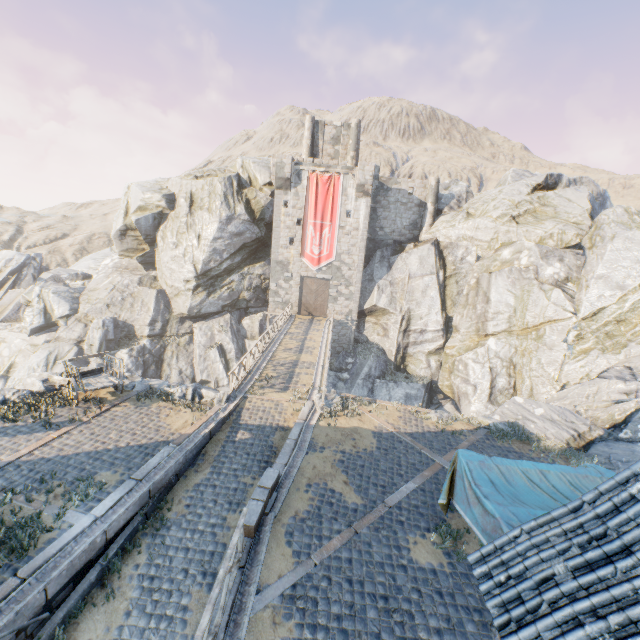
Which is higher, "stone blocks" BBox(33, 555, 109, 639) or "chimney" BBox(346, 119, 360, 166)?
"chimney" BBox(346, 119, 360, 166)

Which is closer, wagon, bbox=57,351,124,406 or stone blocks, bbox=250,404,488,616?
stone blocks, bbox=250,404,488,616

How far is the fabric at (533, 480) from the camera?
5.5 meters

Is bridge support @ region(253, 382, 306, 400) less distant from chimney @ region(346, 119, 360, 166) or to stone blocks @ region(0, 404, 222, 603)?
stone blocks @ region(0, 404, 222, 603)

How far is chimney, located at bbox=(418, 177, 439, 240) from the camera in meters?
31.5 m

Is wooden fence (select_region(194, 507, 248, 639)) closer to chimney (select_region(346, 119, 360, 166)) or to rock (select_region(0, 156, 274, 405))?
rock (select_region(0, 156, 274, 405))

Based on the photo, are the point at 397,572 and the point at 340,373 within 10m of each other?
no

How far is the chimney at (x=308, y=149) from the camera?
32.9m
